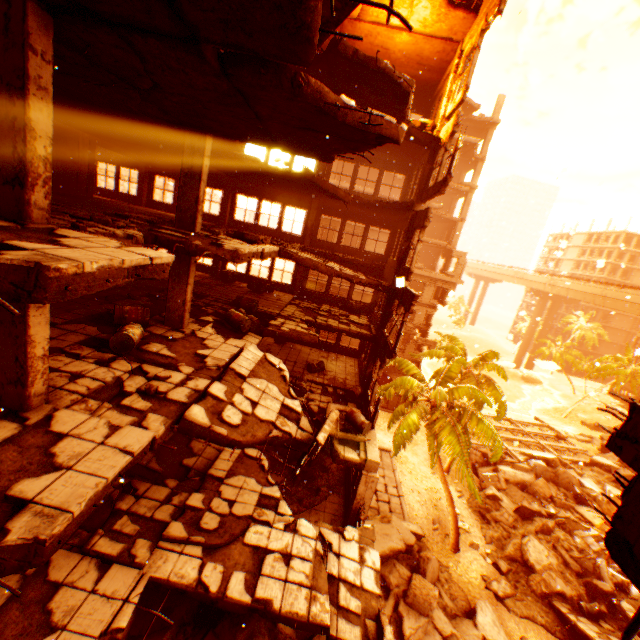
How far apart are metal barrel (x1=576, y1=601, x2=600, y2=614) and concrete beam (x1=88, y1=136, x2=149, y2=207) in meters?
31.6

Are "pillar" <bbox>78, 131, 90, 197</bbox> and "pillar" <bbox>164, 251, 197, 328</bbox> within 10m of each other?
yes

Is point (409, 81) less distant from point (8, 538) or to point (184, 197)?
point (184, 197)

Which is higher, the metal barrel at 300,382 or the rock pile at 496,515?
the metal barrel at 300,382

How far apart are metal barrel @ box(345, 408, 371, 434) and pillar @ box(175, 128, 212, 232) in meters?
8.0 m

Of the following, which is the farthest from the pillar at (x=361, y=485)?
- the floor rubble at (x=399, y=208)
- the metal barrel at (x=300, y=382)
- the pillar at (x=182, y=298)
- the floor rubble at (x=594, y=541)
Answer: Result: the floor rubble at (x=594, y=541)

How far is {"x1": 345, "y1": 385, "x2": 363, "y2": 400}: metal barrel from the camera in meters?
14.5 m

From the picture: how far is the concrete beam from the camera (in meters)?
14.49
